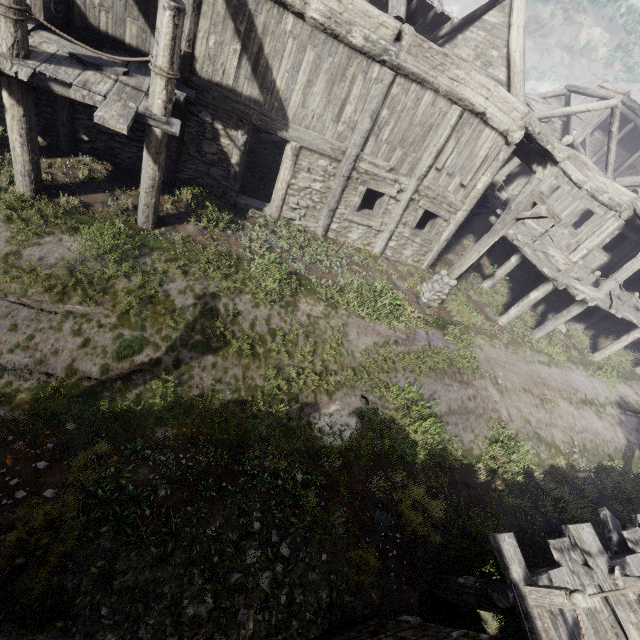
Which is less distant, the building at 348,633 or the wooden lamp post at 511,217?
the building at 348,633

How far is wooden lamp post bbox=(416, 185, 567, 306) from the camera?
8.67m

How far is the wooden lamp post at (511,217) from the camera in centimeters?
867cm

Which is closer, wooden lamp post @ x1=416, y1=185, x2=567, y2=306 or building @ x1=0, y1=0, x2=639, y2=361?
building @ x1=0, y1=0, x2=639, y2=361

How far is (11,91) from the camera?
5.8 meters

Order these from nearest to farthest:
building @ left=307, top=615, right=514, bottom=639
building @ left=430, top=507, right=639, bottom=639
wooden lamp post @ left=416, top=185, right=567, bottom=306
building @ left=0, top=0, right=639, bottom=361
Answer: building @ left=307, top=615, right=514, bottom=639 → building @ left=430, top=507, right=639, bottom=639 → building @ left=0, top=0, right=639, bottom=361 → wooden lamp post @ left=416, top=185, right=567, bottom=306

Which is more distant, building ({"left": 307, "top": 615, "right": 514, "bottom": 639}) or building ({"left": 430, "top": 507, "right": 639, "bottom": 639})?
building ({"left": 430, "top": 507, "right": 639, "bottom": 639})
